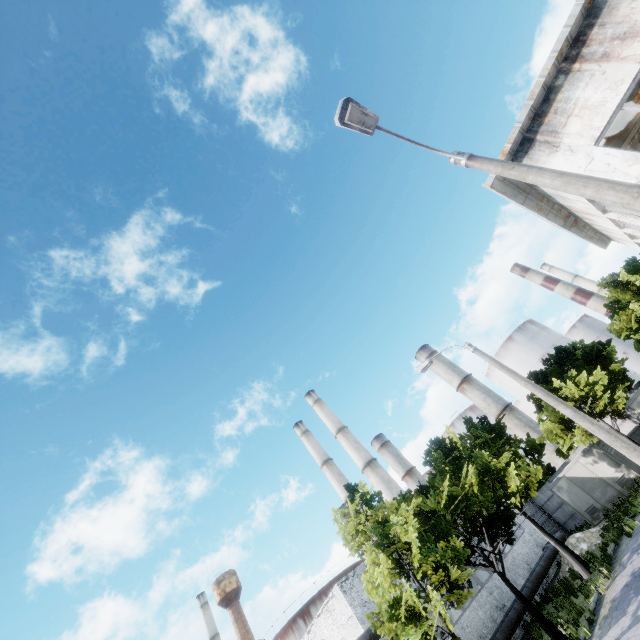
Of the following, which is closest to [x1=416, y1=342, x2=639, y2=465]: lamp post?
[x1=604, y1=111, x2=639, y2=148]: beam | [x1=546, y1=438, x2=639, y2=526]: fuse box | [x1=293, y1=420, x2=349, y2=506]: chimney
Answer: [x1=604, y1=111, x2=639, y2=148]: beam

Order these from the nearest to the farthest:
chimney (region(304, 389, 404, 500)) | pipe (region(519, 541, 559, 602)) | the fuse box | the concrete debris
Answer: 1. pipe (region(519, 541, 559, 602))
2. the concrete debris
3. the fuse box
4. chimney (region(304, 389, 404, 500))

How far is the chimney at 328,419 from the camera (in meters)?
40.35

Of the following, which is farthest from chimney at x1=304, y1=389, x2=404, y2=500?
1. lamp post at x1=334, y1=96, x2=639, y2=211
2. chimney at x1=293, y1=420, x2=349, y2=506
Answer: lamp post at x1=334, y1=96, x2=639, y2=211

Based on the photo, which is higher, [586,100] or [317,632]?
[586,100]

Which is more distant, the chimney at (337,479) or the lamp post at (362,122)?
the chimney at (337,479)

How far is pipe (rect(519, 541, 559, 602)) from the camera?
19.83m

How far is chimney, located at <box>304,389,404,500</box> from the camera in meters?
40.4
